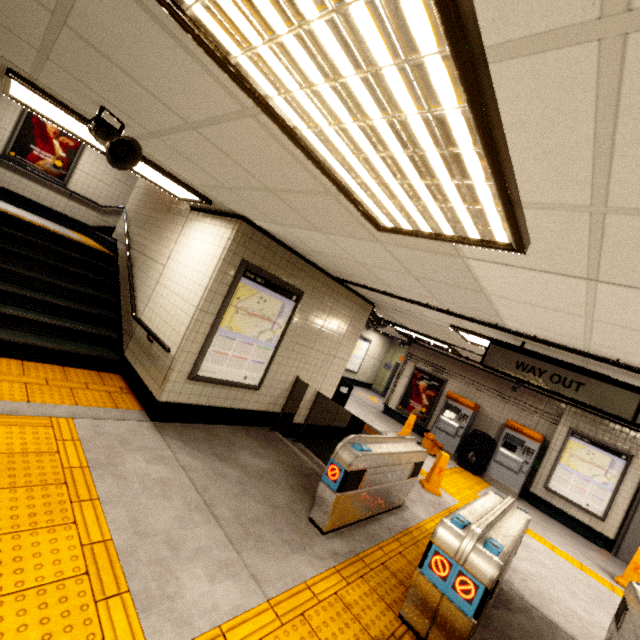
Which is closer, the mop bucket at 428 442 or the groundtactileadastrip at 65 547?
Result: the groundtactileadastrip at 65 547

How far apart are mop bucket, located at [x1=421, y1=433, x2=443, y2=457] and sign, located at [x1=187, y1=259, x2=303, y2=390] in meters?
6.0

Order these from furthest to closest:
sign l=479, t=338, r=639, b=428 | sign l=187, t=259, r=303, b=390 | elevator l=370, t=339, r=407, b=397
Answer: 1. elevator l=370, t=339, r=407, b=397
2. sign l=187, t=259, r=303, b=390
3. sign l=479, t=338, r=639, b=428

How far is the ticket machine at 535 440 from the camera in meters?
8.6

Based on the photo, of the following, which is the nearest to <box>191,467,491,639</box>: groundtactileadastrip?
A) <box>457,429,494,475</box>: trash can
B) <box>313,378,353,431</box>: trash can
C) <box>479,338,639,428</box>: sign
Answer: <box>457,429,494,475</box>: trash can

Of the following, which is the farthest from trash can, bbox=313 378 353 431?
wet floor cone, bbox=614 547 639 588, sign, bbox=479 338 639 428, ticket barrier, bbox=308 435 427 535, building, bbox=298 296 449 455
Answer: wet floor cone, bbox=614 547 639 588

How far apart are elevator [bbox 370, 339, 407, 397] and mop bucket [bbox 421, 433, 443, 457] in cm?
585

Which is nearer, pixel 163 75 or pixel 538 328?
pixel 163 75
